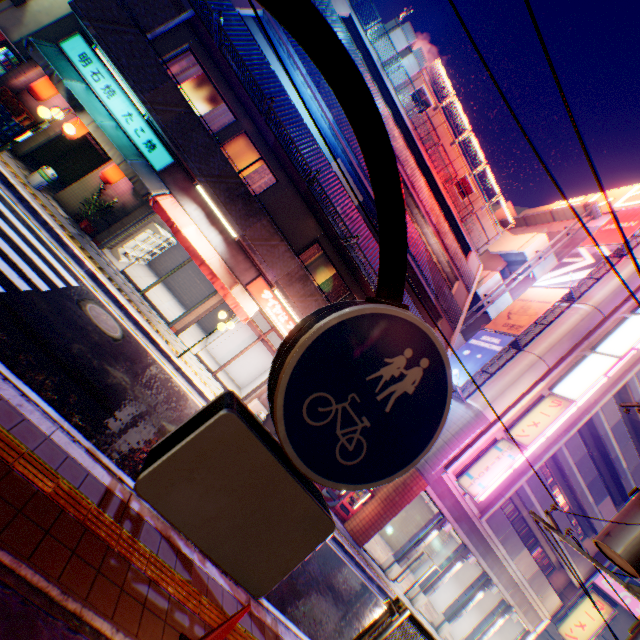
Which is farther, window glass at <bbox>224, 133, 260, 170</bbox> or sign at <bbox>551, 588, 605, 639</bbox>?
sign at <bbox>551, 588, 605, 639</bbox>

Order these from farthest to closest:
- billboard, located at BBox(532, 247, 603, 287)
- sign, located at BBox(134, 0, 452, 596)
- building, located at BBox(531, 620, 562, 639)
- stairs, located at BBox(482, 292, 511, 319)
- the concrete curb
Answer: building, located at BBox(531, 620, 562, 639), stairs, located at BBox(482, 292, 511, 319), billboard, located at BBox(532, 247, 603, 287), the concrete curb, sign, located at BBox(134, 0, 452, 596)

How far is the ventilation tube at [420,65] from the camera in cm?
1872

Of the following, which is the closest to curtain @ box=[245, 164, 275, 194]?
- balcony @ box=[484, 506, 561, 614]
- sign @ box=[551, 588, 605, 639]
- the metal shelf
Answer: the metal shelf

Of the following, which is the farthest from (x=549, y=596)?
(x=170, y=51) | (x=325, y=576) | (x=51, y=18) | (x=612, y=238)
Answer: (x=51, y=18)

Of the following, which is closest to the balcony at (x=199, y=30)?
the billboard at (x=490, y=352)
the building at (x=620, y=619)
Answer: the billboard at (x=490, y=352)

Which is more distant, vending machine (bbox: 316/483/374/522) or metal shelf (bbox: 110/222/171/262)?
vending machine (bbox: 316/483/374/522)

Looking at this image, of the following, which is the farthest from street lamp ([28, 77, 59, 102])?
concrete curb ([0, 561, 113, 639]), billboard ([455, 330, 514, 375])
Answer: billboard ([455, 330, 514, 375])
